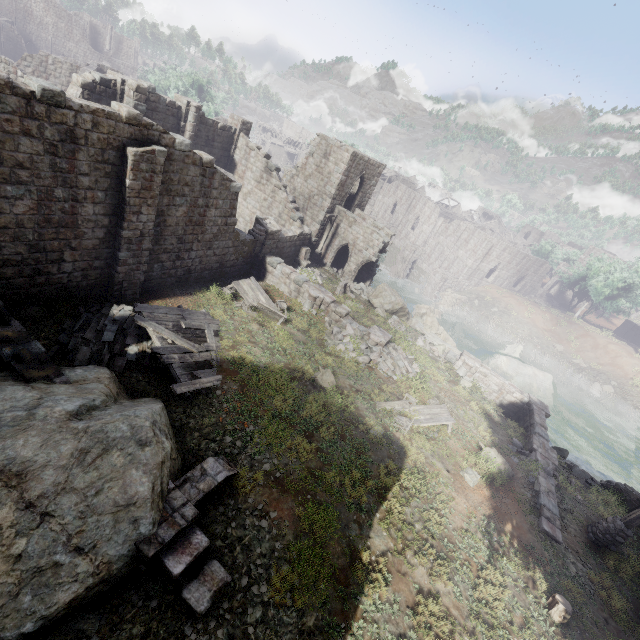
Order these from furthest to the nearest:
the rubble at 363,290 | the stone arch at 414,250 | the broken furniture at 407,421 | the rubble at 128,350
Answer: the stone arch at 414,250
the rubble at 363,290
the broken furniture at 407,421
the rubble at 128,350

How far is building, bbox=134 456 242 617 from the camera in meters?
6.6

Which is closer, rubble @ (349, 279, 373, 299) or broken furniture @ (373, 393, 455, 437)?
broken furniture @ (373, 393, 455, 437)

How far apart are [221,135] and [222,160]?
1.9m

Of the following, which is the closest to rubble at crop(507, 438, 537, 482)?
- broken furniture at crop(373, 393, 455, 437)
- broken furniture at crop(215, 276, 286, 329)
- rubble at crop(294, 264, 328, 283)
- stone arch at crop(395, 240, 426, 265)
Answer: broken furniture at crop(373, 393, 455, 437)

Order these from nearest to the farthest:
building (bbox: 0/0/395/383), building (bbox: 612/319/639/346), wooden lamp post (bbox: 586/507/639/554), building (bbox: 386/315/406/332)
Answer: building (bbox: 0/0/395/383) < wooden lamp post (bbox: 586/507/639/554) < building (bbox: 386/315/406/332) < building (bbox: 612/319/639/346)

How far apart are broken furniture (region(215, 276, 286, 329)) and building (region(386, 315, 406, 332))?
8.10m

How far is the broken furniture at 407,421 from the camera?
14.1 meters
